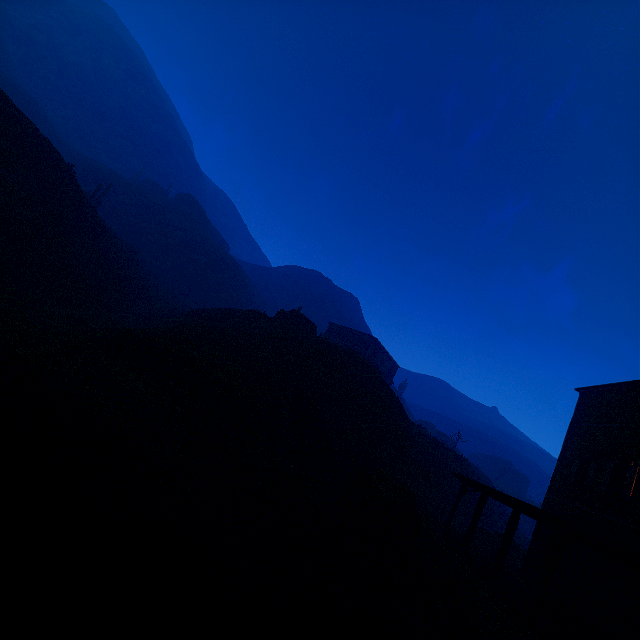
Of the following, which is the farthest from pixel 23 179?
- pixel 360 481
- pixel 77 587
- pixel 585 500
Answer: pixel 585 500

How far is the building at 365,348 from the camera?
41.8m

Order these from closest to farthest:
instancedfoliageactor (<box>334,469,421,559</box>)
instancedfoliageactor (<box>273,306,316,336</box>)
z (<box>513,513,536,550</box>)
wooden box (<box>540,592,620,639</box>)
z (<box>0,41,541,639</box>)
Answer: z (<box>0,41,541,639</box>) < wooden box (<box>540,592,620,639</box>) < instancedfoliageactor (<box>334,469,421,559</box>) < instancedfoliageactor (<box>273,306,316,336</box>) < z (<box>513,513,536,550</box>)

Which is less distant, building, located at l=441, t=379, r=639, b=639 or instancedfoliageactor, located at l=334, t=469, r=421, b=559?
building, located at l=441, t=379, r=639, b=639

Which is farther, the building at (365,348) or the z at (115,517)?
the building at (365,348)

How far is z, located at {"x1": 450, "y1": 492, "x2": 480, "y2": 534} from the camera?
23.5m

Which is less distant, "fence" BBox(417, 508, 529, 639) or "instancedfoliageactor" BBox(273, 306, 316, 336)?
"fence" BBox(417, 508, 529, 639)

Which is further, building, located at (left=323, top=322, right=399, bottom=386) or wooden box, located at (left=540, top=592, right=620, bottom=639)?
building, located at (left=323, top=322, right=399, bottom=386)
